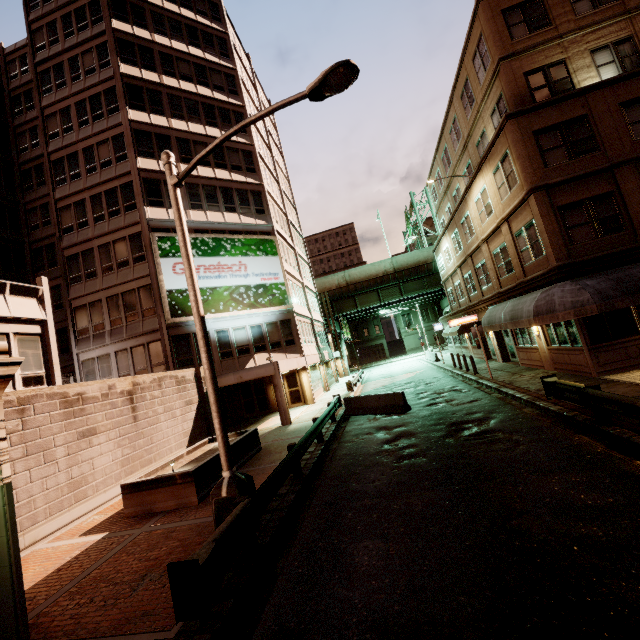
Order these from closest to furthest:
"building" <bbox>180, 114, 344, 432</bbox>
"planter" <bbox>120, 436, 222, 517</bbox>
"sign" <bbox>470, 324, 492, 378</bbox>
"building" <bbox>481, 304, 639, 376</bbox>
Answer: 1. "planter" <bbox>120, 436, 222, 517</bbox>
2. "building" <bbox>481, 304, 639, 376</bbox>
3. "sign" <bbox>470, 324, 492, 378</bbox>
4. "building" <bbox>180, 114, 344, 432</bbox>

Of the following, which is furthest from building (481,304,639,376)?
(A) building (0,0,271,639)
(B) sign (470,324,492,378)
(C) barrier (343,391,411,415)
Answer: (A) building (0,0,271,639)

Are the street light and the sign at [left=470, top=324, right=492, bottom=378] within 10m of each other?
no

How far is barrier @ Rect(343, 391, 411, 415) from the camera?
15.4m

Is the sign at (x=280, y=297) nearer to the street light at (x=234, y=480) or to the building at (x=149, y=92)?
the building at (x=149, y=92)

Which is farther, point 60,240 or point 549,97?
point 60,240

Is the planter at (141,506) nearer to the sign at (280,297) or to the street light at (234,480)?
the street light at (234,480)

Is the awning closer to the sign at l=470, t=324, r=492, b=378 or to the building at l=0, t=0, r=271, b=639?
the sign at l=470, t=324, r=492, b=378
